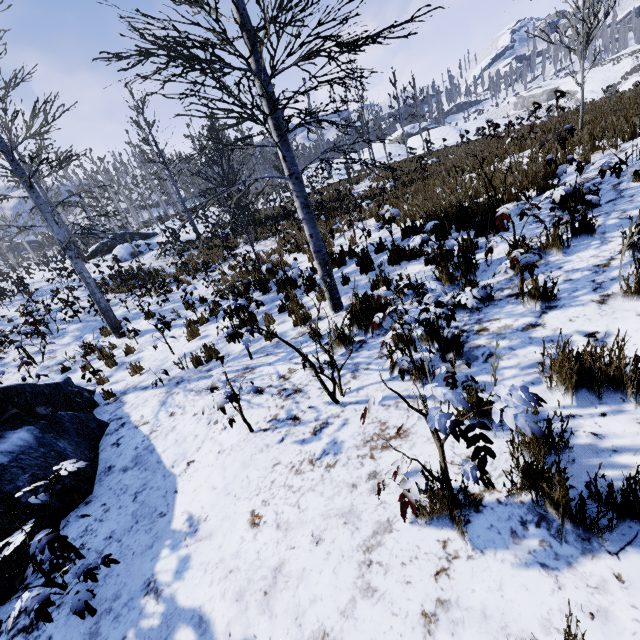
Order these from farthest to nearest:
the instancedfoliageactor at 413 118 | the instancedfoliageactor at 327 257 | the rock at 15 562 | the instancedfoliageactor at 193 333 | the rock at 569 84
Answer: the rock at 569 84
the instancedfoliageactor at 413 118
the instancedfoliageactor at 193 333
the rock at 15 562
the instancedfoliageactor at 327 257

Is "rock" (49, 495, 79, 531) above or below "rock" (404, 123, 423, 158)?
below

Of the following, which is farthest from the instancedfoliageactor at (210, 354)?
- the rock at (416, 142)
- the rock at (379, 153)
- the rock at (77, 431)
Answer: the rock at (379, 153)

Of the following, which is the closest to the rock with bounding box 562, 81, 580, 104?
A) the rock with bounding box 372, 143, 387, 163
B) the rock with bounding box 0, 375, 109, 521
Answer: the rock with bounding box 372, 143, 387, 163

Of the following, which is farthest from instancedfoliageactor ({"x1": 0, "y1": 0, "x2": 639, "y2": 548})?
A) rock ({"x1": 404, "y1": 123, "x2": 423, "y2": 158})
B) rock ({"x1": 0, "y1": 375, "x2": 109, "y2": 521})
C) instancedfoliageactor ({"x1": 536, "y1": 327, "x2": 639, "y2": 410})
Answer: rock ({"x1": 404, "y1": 123, "x2": 423, "y2": 158})

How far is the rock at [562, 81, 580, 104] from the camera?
52.5m

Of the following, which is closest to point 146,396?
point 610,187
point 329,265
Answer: point 329,265

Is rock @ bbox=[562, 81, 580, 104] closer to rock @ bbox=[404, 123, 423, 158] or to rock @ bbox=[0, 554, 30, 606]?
rock @ bbox=[404, 123, 423, 158]
